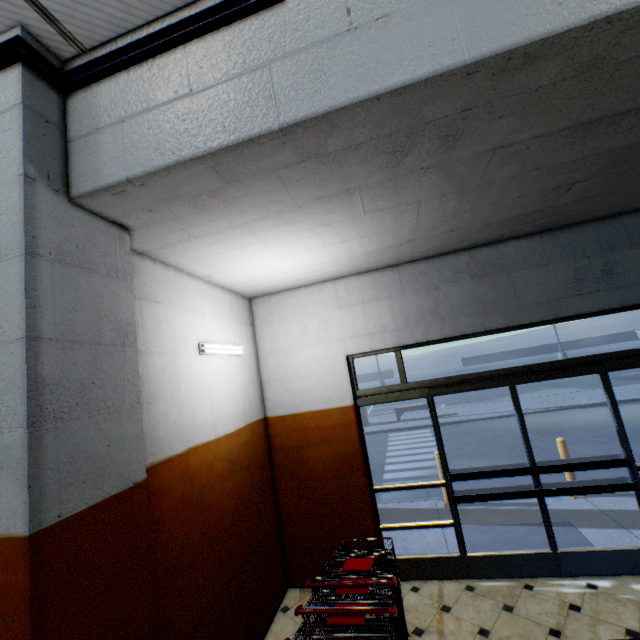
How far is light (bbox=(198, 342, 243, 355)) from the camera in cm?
338

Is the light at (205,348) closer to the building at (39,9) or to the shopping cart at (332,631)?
the building at (39,9)

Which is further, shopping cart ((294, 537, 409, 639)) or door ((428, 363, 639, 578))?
door ((428, 363, 639, 578))

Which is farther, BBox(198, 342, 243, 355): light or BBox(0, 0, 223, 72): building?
BBox(198, 342, 243, 355): light

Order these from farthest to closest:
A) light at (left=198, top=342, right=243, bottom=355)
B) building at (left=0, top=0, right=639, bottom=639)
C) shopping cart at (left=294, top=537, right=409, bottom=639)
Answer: light at (left=198, top=342, right=243, bottom=355), shopping cart at (left=294, top=537, right=409, bottom=639), building at (left=0, top=0, right=639, bottom=639)

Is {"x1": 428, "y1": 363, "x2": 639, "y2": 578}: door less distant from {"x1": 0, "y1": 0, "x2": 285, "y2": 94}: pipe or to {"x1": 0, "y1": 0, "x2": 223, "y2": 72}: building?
{"x1": 0, "y1": 0, "x2": 223, "y2": 72}: building

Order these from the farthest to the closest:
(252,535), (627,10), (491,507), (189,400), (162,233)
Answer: (491,507) → (252,535) → (189,400) → (162,233) → (627,10)

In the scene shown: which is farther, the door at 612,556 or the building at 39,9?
the door at 612,556
